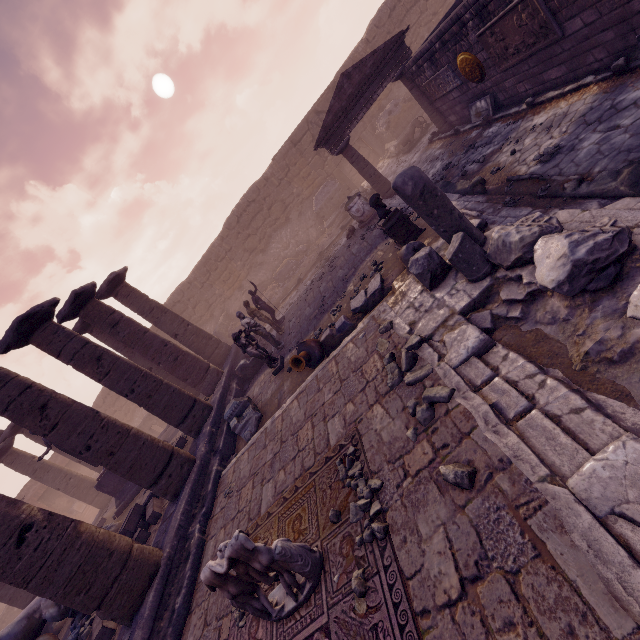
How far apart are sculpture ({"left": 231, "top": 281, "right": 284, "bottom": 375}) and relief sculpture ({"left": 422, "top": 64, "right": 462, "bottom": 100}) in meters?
9.7

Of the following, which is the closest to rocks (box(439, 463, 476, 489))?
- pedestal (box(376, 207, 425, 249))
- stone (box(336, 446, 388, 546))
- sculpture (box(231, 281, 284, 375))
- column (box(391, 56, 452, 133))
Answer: stone (box(336, 446, 388, 546))

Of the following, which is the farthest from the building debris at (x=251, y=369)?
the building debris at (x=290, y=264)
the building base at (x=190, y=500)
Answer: the building debris at (x=290, y=264)

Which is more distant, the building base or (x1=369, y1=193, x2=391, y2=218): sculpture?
(x1=369, y1=193, x2=391, y2=218): sculpture

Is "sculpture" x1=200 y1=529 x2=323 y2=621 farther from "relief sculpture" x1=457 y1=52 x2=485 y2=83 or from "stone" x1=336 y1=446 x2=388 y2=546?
"relief sculpture" x1=457 y1=52 x2=485 y2=83

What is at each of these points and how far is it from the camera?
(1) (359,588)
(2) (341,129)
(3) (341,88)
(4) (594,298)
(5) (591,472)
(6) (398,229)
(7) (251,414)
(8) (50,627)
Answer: (1) stone, 3.05m
(2) entablature, 11.84m
(3) pediment, 11.58m
(4) building debris, 3.30m
(5) building debris, 2.37m
(6) pedestal, 7.67m
(7) building debris, 8.56m
(8) debris pile, 9.03m

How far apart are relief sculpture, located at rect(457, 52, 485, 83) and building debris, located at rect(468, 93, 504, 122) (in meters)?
0.40

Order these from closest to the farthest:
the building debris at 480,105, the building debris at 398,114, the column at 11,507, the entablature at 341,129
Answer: the column at 11,507, the building debris at 480,105, the entablature at 341,129, the building debris at 398,114
